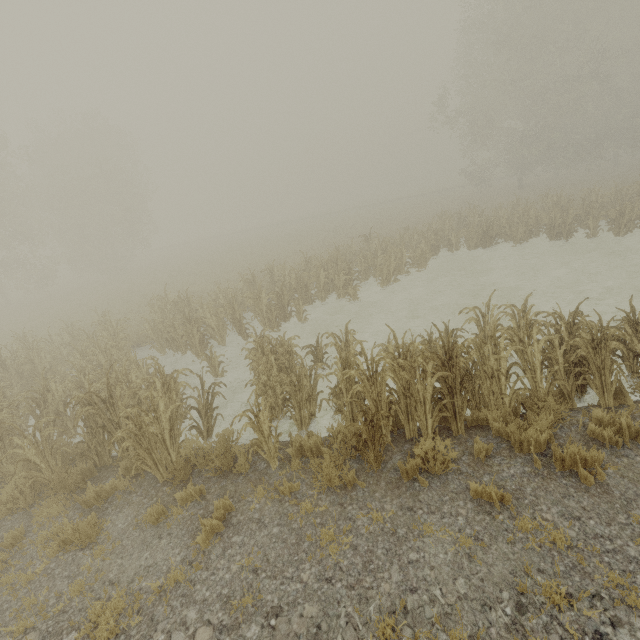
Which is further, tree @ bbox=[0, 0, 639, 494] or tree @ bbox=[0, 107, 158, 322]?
tree @ bbox=[0, 107, 158, 322]

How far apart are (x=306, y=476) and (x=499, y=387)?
3.80m

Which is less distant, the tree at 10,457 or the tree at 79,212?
the tree at 10,457
